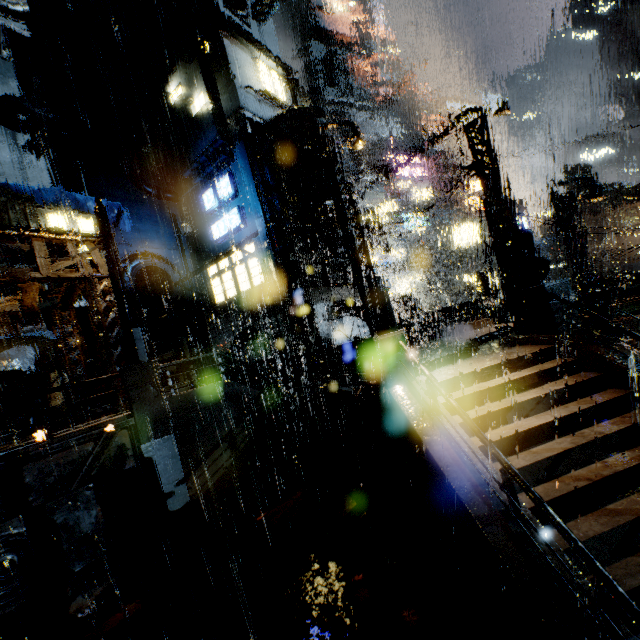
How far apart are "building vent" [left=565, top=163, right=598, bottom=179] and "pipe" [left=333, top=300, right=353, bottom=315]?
48.3m

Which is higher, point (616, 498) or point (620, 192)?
point (620, 192)

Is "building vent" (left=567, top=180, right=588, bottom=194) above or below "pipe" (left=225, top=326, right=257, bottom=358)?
above

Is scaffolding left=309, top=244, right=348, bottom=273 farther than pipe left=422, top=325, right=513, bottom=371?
Yes

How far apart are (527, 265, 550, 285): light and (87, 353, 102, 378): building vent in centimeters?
2064cm

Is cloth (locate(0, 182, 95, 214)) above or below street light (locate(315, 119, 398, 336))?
above

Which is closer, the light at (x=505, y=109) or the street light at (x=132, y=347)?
the street light at (x=132, y=347)

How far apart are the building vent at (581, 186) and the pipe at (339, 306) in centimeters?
4833cm
